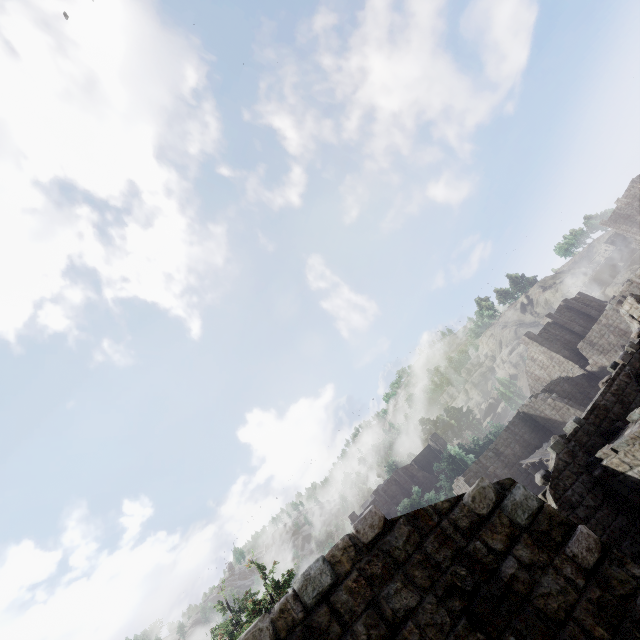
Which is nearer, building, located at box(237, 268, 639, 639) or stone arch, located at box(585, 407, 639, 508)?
building, located at box(237, 268, 639, 639)

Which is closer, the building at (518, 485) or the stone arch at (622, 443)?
the building at (518, 485)

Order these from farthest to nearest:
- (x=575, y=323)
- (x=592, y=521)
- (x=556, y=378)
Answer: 1. (x=575, y=323)
2. (x=556, y=378)
3. (x=592, y=521)
